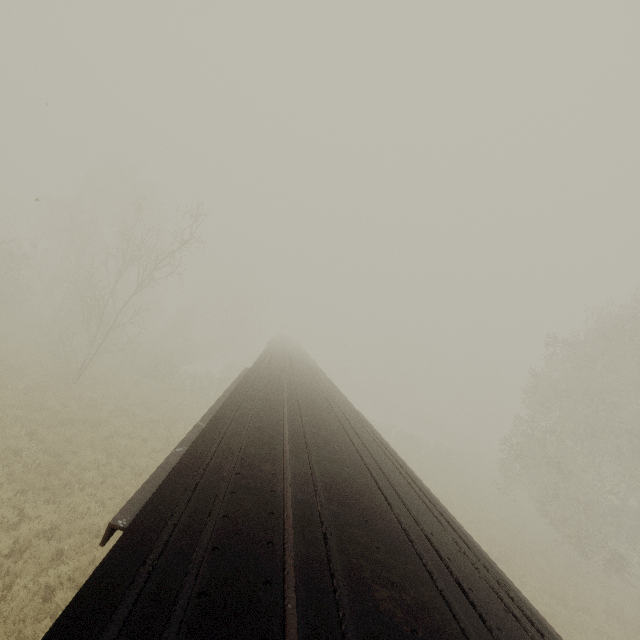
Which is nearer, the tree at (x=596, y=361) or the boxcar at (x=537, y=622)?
the boxcar at (x=537, y=622)

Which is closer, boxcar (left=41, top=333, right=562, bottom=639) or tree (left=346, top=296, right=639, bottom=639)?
boxcar (left=41, top=333, right=562, bottom=639)

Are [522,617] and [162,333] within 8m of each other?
no
